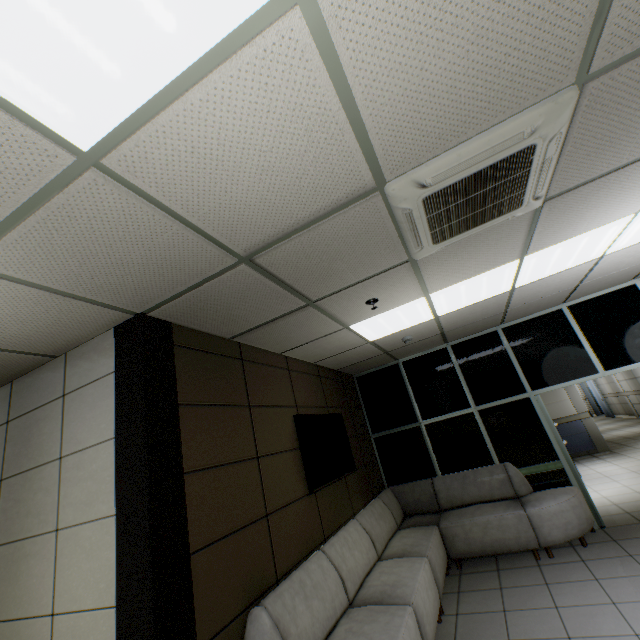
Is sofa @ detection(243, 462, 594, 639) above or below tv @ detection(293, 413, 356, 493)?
below

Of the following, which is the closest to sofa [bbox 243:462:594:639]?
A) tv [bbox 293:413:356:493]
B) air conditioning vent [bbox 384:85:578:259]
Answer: tv [bbox 293:413:356:493]

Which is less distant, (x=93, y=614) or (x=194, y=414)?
(x=93, y=614)

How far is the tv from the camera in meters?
3.7

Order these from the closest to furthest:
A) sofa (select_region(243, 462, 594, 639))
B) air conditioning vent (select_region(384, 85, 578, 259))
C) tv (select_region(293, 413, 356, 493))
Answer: air conditioning vent (select_region(384, 85, 578, 259))
sofa (select_region(243, 462, 594, 639))
tv (select_region(293, 413, 356, 493))

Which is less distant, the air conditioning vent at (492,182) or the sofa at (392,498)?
the air conditioning vent at (492,182)

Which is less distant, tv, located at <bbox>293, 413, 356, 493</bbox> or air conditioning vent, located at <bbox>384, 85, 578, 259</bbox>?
air conditioning vent, located at <bbox>384, 85, 578, 259</bbox>

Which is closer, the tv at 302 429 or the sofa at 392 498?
the sofa at 392 498
